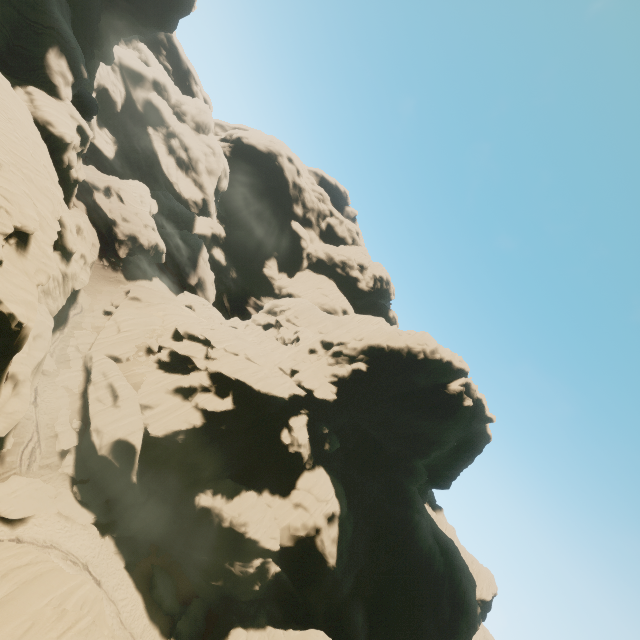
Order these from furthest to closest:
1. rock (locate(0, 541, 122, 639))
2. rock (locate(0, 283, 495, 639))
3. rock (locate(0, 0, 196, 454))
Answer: rock (locate(0, 283, 495, 639))
rock (locate(0, 0, 196, 454))
rock (locate(0, 541, 122, 639))

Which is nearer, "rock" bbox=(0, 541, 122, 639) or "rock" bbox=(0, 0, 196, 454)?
"rock" bbox=(0, 541, 122, 639)

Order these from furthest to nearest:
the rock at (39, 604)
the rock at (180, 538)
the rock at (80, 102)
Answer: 1. the rock at (180, 538)
2. the rock at (80, 102)
3. the rock at (39, 604)

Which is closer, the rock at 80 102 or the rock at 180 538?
the rock at 80 102

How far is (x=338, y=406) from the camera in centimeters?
4375cm
